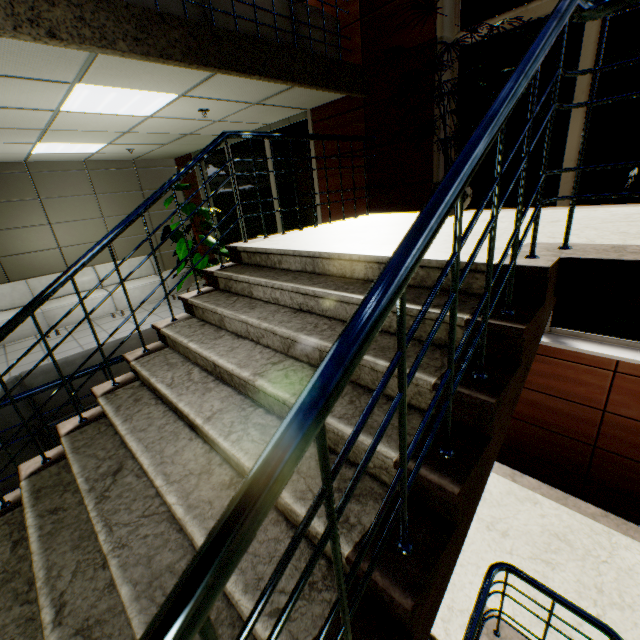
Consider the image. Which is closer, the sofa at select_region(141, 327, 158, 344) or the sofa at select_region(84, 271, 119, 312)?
the sofa at select_region(141, 327, 158, 344)

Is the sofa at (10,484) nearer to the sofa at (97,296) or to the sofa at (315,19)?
the sofa at (315,19)

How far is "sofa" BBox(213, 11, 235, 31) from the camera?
2.96m

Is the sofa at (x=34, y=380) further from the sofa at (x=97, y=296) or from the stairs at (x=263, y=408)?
the sofa at (x=97, y=296)

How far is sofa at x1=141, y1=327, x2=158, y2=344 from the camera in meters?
3.1

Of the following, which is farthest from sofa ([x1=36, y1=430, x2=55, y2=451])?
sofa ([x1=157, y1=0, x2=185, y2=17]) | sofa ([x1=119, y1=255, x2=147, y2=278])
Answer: sofa ([x1=119, y1=255, x2=147, y2=278])

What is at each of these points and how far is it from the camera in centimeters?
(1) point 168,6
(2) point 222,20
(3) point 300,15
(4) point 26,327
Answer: (1) sofa, 269cm
(2) sofa, 300cm
(3) sofa, 357cm
(4) sofa, 611cm

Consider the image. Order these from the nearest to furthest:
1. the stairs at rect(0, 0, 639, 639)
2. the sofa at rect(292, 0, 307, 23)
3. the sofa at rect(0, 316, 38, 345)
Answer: the stairs at rect(0, 0, 639, 639)
the sofa at rect(292, 0, 307, 23)
the sofa at rect(0, 316, 38, 345)
